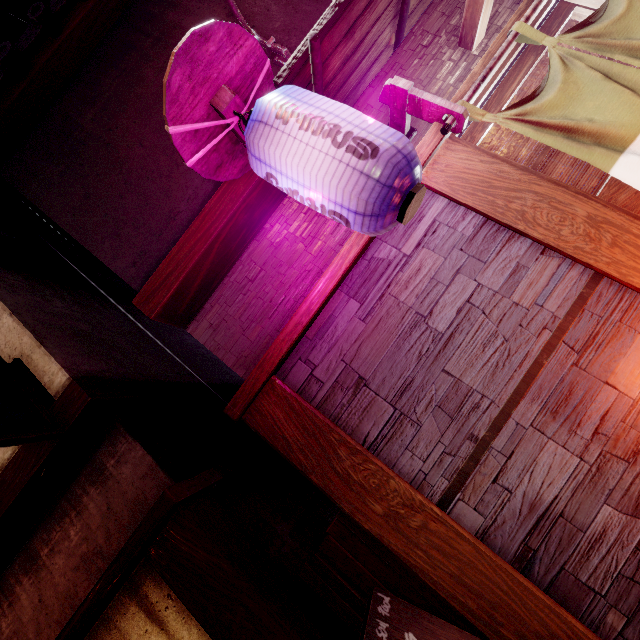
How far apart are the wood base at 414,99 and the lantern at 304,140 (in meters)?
1.39

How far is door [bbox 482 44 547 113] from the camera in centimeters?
491cm

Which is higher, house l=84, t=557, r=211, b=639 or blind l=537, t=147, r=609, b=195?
house l=84, t=557, r=211, b=639

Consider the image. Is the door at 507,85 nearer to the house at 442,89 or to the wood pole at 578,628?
the house at 442,89

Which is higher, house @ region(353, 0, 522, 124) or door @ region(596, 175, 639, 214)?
house @ region(353, 0, 522, 124)

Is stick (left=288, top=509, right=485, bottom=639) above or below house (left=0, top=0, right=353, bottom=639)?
below

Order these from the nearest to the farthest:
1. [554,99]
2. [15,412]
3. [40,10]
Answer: [554,99] → [15,412] → [40,10]

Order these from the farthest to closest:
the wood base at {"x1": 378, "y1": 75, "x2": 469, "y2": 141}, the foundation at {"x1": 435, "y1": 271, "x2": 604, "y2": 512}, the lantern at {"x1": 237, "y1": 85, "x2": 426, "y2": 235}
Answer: the wood base at {"x1": 378, "y1": 75, "x2": 469, "y2": 141}
the foundation at {"x1": 435, "y1": 271, "x2": 604, "y2": 512}
the lantern at {"x1": 237, "y1": 85, "x2": 426, "y2": 235}
